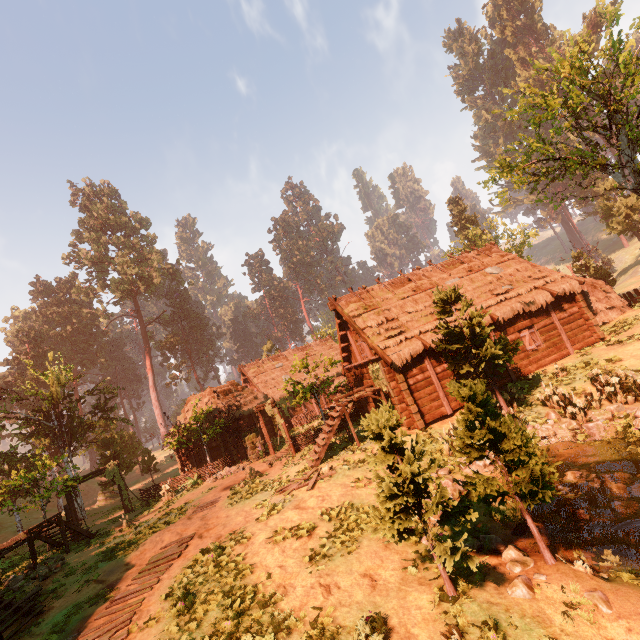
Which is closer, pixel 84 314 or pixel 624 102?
pixel 624 102

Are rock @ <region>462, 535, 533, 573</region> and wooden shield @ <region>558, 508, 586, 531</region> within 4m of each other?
yes

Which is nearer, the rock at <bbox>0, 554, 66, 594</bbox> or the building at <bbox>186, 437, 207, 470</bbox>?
the rock at <bbox>0, 554, 66, 594</bbox>

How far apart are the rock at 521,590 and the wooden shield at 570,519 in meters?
2.4 m

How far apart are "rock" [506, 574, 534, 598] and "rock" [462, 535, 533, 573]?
0.1 meters

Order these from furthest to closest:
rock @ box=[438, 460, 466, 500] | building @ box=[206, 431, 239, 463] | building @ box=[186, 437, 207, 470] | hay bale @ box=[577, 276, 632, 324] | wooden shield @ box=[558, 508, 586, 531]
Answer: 1. building @ box=[186, 437, 207, 470]
2. building @ box=[206, 431, 239, 463]
3. hay bale @ box=[577, 276, 632, 324]
4. rock @ box=[438, 460, 466, 500]
5. wooden shield @ box=[558, 508, 586, 531]

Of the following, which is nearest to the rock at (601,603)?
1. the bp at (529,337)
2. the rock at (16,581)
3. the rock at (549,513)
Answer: the rock at (549,513)

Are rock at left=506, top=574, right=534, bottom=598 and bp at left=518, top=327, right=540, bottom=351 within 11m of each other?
no
